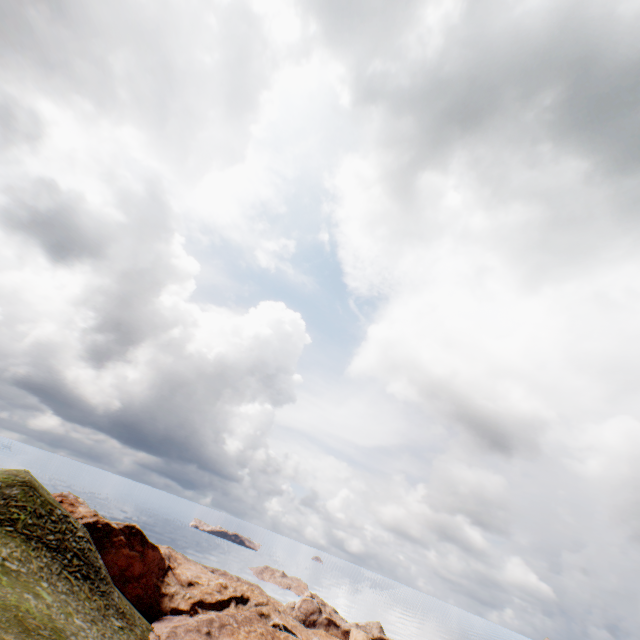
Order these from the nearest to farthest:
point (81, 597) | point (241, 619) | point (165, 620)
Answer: point (81, 597) < point (165, 620) < point (241, 619)
